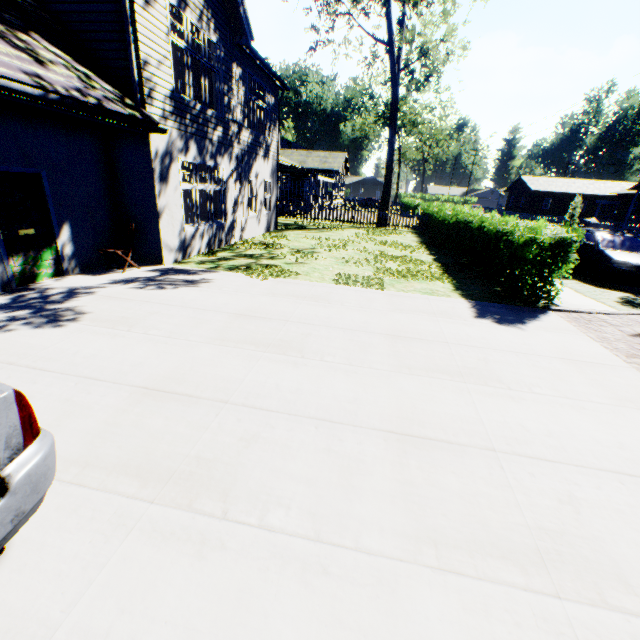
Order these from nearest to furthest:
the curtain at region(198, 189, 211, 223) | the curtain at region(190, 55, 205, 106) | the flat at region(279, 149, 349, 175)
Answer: the curtain at region(190, 55, 205, 106) < the curtain at region(198, 189, 211, 223) < the flat at region(279, 149, 349, 175)

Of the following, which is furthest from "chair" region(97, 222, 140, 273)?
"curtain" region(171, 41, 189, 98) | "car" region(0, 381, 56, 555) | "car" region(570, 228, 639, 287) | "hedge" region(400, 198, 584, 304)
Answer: "car" region(570, 228, 639, 287)

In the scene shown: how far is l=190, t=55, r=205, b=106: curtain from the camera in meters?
9.4

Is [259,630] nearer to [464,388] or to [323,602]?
[323,602]

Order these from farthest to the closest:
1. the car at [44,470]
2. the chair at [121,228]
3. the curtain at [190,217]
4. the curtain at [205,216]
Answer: the curtain at [205,216]
the curtain at [190,217]
the chair at [121,228]
the car at [44,470]

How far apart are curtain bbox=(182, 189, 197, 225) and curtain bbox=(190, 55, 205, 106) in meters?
2.2 m

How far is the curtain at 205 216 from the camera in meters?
10.8 m
